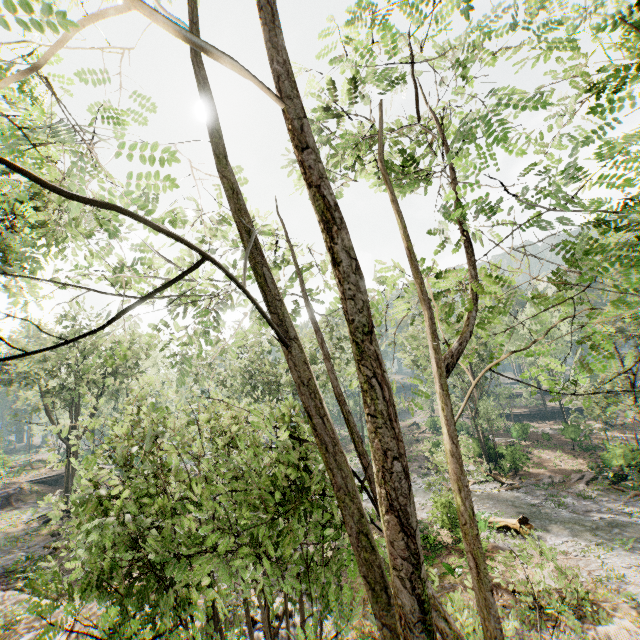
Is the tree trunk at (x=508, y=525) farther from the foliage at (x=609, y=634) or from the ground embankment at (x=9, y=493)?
the ground embankment at (x=9, y=493)

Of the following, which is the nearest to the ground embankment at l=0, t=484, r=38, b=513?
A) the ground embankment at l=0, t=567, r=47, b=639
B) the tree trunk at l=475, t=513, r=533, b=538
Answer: the ground embankment at l=0, t=567, r=47, b=639

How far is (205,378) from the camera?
34.47m

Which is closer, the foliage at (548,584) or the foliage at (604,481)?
the foliage at (548,584)

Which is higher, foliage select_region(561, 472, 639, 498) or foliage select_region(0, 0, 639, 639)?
foliage select_region(0, 0, 639, 639)

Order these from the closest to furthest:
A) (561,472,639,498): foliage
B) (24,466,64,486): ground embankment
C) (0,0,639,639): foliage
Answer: (0,0,639,639): foliage < (561,472,639,498): foliage < (24,466,64,486): ground embankment

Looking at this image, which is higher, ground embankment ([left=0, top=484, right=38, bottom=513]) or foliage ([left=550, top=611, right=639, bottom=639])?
ground embankment ([left=0, top=484, right=38, bottom=513])

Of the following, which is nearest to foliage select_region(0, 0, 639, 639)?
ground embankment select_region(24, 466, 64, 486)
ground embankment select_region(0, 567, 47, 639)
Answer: ground embankment select_region(24, 466, 64, 486)
